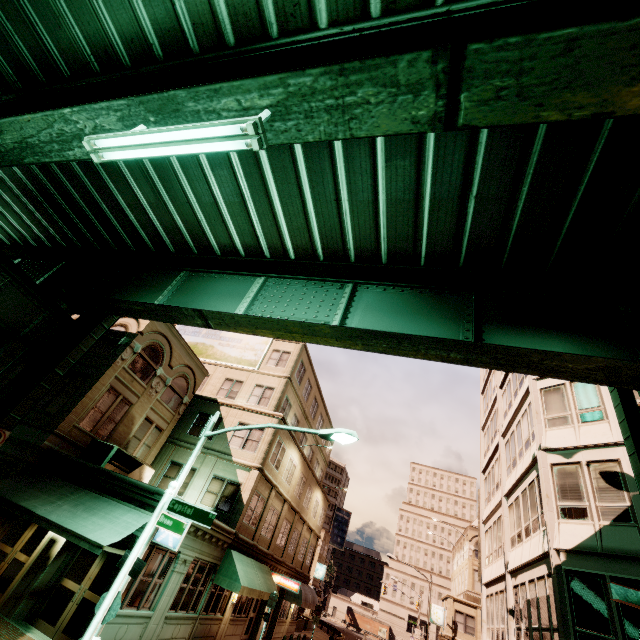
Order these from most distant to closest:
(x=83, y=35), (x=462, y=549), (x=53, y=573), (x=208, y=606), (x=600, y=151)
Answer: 1. (x=462, y=549)
2. (x=208, y=606)
3. (x=53, y=573)
4. (x=83, y=35)
5. (x=600, y=151)

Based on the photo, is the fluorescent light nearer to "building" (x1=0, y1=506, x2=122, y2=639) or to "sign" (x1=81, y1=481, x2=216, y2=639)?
"sign" (x1=81, y1=481, x2=216, y2=639)

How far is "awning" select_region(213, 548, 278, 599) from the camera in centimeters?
1596cm

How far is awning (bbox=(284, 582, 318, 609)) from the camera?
25.9m

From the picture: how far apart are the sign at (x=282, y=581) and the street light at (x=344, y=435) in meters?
17.7 m

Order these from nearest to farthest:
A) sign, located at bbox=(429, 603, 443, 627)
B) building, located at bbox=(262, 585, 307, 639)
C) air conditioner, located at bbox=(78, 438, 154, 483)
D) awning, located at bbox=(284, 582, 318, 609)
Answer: air conditioner, located at bbox=(78, 438, 154, 483) < building, located at bbox=(262, 585, 307, 639) < awning, located at bbox=(284, 582, 318, 609) < sign, located at bbox=(429, 603, 443, 627)

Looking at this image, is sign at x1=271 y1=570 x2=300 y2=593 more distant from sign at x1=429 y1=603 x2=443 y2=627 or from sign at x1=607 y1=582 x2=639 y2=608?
sign at x1=429 y1=603 x2=443 y2=627

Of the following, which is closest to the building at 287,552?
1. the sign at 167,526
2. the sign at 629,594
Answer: the sign at 167,526
